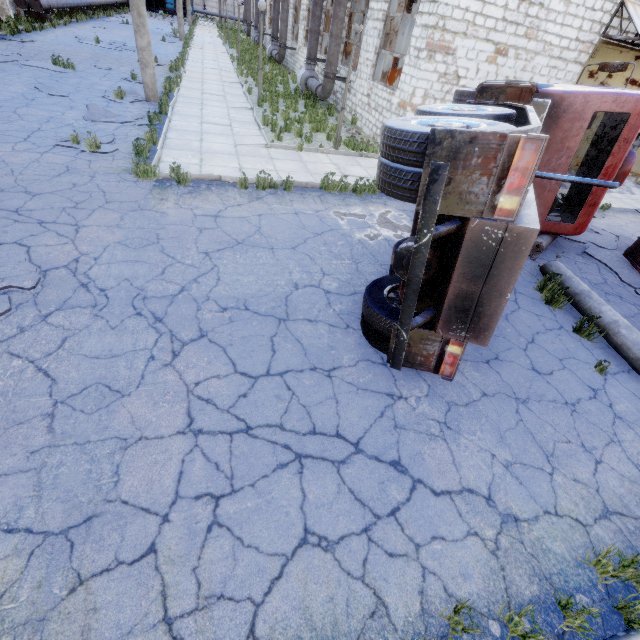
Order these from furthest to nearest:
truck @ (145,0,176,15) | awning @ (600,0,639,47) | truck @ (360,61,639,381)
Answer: truck @ (145,0,176,15) → awning @ (600,0,639,47) → truck @ (360,61,639,381)

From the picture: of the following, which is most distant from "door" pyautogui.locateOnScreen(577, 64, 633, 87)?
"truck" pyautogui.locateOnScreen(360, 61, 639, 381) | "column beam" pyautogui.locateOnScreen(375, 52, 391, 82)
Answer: "column beam" pyautogui.locateOnScreen(375, 52, 391, 82)

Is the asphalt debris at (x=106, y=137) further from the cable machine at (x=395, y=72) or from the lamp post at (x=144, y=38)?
the cable machine at (x=395, y=72)

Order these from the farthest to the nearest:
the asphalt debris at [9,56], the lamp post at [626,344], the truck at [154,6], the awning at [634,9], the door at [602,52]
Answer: the truck at [154,6] < the asphalt debris at [9,56] < the door at [602,52] < the awning at [634,9] < the lamp post at [626,344]

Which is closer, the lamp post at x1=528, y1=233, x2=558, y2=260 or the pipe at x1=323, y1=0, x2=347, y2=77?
the lamp post at x1=528, y1=233, x2=558, y2=260

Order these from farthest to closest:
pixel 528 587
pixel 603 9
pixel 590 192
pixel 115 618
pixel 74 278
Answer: pixel 603 9
pixel 590 192
pixel 74 278
pixel 528 587
pixel 115 618

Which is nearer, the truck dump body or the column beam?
the truck dump body

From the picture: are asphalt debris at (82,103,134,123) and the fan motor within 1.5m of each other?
no
